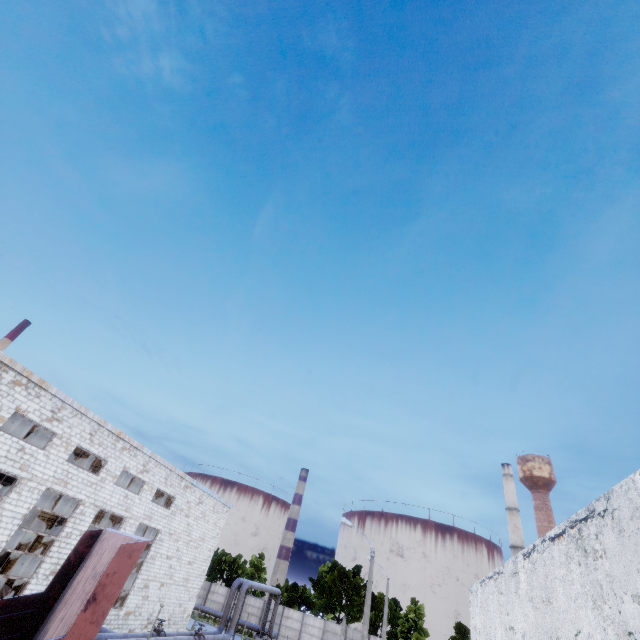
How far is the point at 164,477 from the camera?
27.4 meters

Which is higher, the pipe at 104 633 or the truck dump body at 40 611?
the truck dump body at 40 611

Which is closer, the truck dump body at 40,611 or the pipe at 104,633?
the truck dump body at 40,611

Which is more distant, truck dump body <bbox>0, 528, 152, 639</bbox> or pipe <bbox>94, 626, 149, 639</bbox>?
pipe <bbox>94, 626, 149, 639</bbox>

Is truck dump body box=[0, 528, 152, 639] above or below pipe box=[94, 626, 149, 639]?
above
